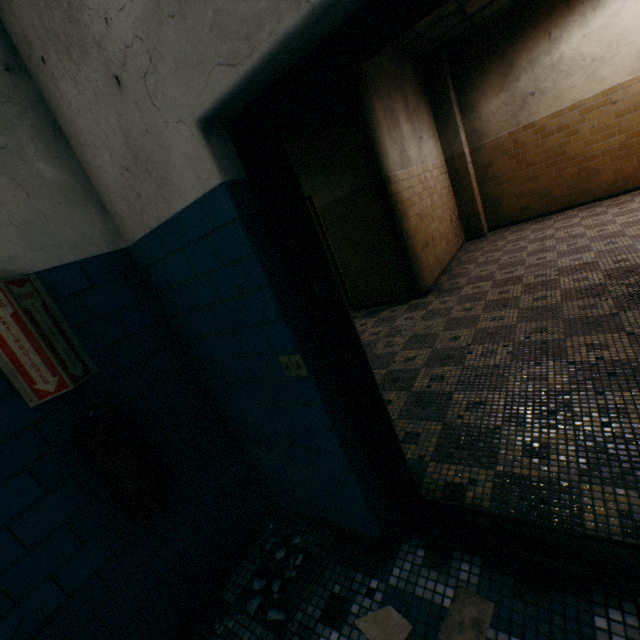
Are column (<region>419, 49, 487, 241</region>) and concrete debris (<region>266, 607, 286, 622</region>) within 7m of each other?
no

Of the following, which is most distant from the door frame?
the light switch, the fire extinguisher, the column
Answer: the column

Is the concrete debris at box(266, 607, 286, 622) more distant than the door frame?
Yes

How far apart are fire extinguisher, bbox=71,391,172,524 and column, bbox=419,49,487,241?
8.0 meters

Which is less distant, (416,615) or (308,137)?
(416,615)

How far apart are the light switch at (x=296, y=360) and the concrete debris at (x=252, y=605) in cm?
120

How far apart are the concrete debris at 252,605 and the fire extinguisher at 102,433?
0.8m

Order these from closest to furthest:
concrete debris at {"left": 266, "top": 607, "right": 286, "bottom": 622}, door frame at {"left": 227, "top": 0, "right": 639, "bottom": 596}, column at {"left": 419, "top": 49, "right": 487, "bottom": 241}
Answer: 1. door frame at {"left": 227, "top": 0, "right": 639, "bottom": 596}
2. concrete debris at {"left": 266, "top": 607, "right": 286, "bottom": 622}
3. column at {"left": 419, "top": 49, "right": 487, "bottom": 241}
